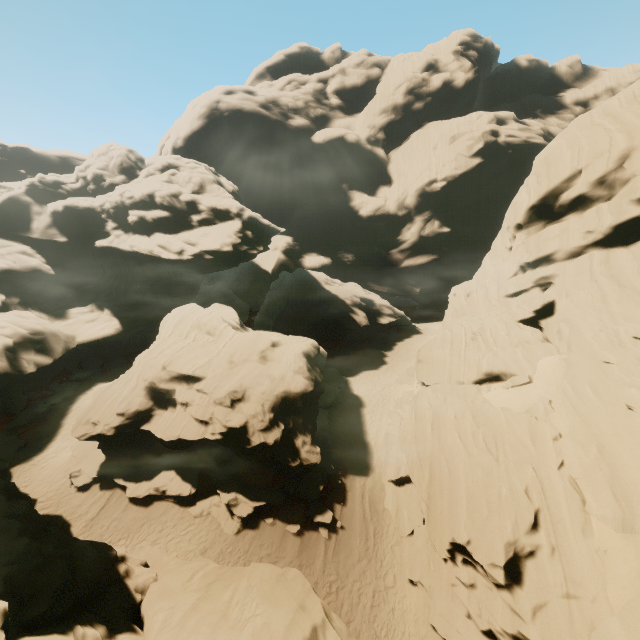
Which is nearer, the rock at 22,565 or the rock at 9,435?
the rock at 22,565

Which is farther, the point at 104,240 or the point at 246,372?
the point at 104,240

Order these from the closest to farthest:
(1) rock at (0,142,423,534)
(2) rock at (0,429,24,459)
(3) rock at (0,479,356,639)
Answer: (3) rock at (0,479,356,639) → (1) rock at (0,142,423,534) → (2) rock at (0,429,24,459)

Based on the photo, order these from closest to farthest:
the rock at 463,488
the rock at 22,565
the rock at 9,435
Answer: the rock at 22,565, the rock at 463,488, the rock at 9,435

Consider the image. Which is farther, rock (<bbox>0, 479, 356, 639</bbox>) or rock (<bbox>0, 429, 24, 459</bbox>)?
rock (<bbox>0, 429, 24, 459</bbox>)
